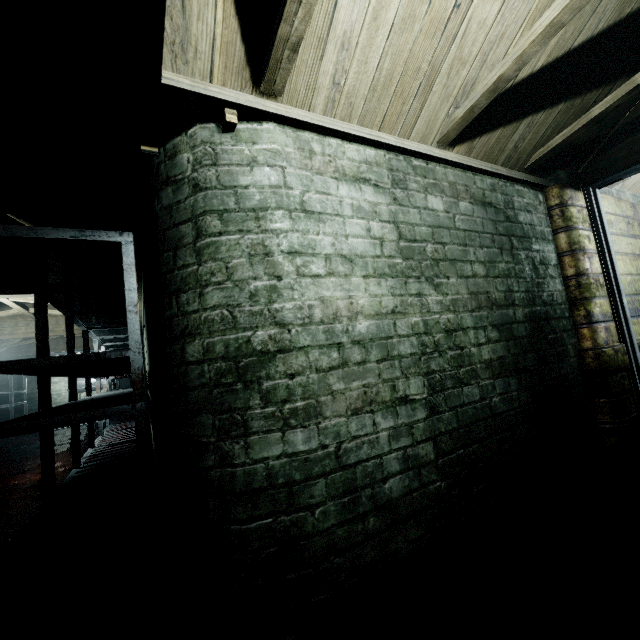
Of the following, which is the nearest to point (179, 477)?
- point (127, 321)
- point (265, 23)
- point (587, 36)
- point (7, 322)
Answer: point (127, 321)

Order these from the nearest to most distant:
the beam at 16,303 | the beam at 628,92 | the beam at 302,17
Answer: the beam at 302,17 < the beam at 628,92 < the beam at 16,303

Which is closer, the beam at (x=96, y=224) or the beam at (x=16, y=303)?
the beam at (x=96, y=224)

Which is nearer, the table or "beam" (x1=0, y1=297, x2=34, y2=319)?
the table

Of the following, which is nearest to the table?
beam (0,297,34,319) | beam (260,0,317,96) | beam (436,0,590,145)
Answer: beam (0,297,34,319)

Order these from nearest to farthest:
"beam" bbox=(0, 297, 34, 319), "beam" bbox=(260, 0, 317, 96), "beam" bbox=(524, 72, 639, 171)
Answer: "beam" bbox=(260, 0, 317, 96) < "beam" bbox=(524, 72, 639, 171) < "beam" bbox=(0, 297, 34, 319)

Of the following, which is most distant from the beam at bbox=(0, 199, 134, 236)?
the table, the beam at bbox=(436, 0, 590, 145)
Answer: the beam at bbox=(436, 0, 590, 145)
